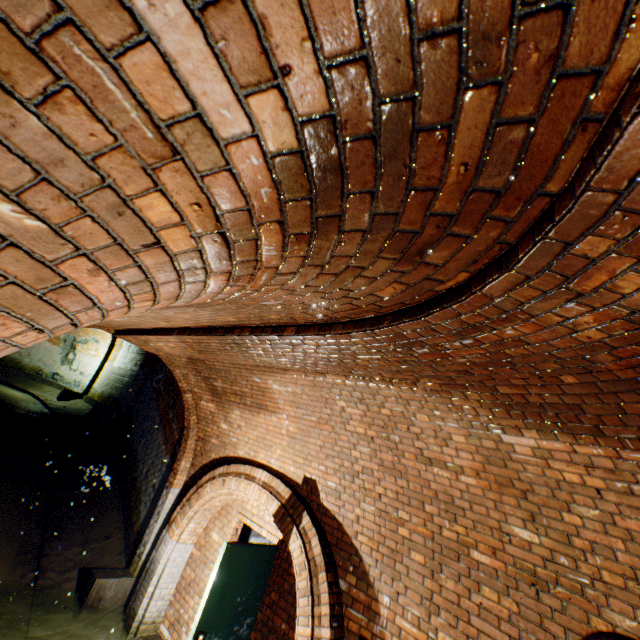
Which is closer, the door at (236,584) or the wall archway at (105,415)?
the door at (236,584)

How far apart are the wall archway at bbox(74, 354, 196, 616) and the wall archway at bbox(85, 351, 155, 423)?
4.67m

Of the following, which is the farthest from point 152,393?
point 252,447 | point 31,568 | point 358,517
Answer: point 358,517

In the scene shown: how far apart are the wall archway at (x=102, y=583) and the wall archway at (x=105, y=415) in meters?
4.7 m

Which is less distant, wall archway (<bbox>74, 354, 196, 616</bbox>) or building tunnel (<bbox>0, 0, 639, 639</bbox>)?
building tunnel (<bbox>0, 0, 639, 639</bbox>)

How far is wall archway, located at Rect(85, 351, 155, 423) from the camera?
9.84m

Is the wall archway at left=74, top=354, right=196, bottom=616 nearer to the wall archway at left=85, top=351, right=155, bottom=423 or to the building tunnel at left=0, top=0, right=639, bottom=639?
the building tunnel at left=0, top=0, right=639, bottom=639

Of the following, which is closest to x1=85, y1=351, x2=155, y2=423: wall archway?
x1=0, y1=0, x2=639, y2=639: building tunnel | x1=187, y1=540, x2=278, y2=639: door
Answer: x1=0, y1=0, x2=639, y2=639: building tunnel
